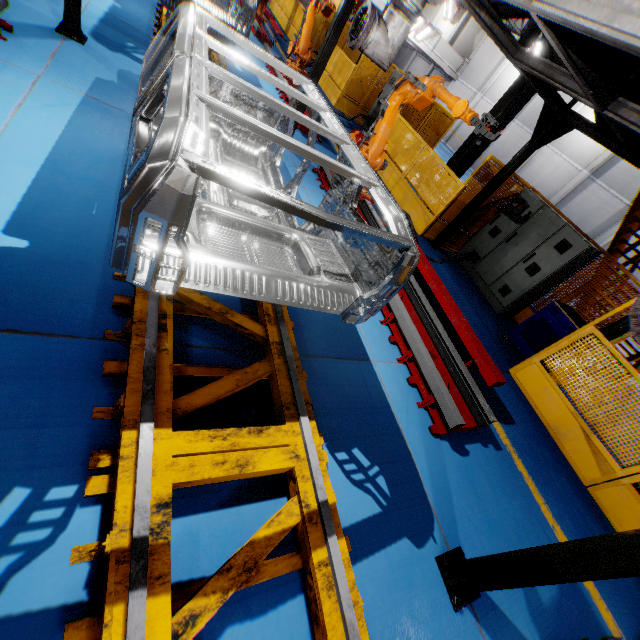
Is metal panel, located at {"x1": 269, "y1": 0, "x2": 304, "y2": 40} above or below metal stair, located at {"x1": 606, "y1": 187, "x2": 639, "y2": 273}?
below

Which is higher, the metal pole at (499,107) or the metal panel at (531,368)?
the metal pole at (499,107)

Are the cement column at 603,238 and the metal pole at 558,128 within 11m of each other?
no

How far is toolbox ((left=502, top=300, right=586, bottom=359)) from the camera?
5.92m

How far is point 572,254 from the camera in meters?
6.5 m

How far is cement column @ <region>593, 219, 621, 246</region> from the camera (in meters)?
17.61

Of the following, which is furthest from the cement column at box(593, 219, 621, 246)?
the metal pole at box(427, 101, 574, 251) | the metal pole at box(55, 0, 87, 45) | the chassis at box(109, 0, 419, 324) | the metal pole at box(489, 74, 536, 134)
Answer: the metal pole at box(55, 0, 87, 45)

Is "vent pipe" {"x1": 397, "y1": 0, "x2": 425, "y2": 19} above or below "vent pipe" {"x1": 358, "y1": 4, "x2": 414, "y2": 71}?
above
